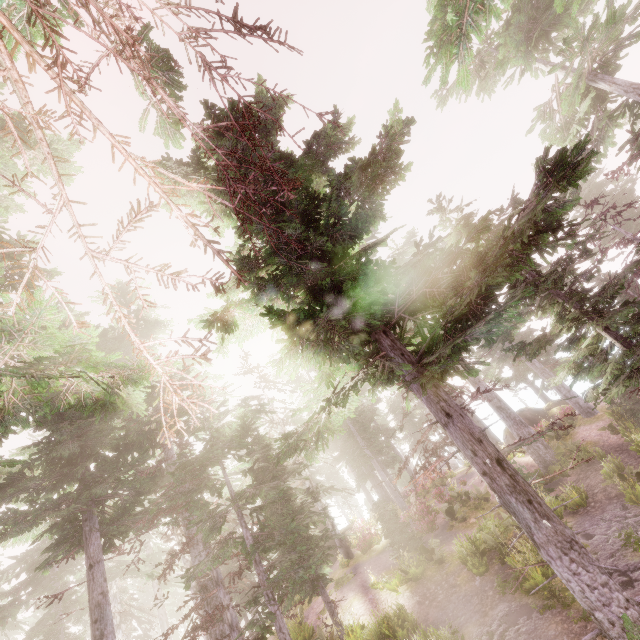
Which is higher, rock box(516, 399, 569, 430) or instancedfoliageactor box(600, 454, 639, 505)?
rock box(516, 399, 569, 430)

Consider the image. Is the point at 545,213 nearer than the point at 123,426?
Yes

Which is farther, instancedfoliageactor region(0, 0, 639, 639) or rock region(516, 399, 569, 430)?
rock region(516, 399, 569, 430)

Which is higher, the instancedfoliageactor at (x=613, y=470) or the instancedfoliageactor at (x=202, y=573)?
the instancedfoliageactor at (x=202, y=573)

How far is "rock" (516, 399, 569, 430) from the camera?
21.91m

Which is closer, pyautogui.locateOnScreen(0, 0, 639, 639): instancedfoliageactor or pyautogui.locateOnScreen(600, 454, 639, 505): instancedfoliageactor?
pyautogui.locateOnScreen(0, 0, 639, 639): instancedfoliageactor

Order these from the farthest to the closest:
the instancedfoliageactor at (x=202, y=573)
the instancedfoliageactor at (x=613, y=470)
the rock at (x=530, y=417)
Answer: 1. the rock at (x=530, y=417)
2. the instancedfoliageactor at (x=613, y=470)
3. the instancedfoliageactor at (x=202, y=573)
